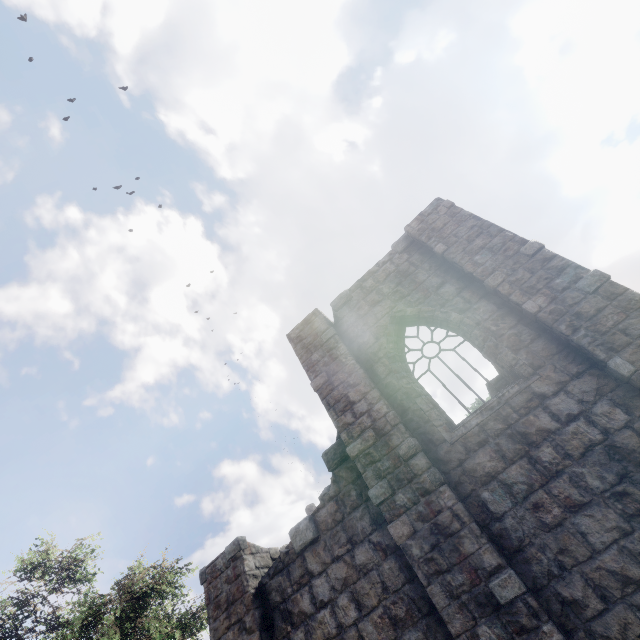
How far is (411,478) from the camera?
6.0 meters
